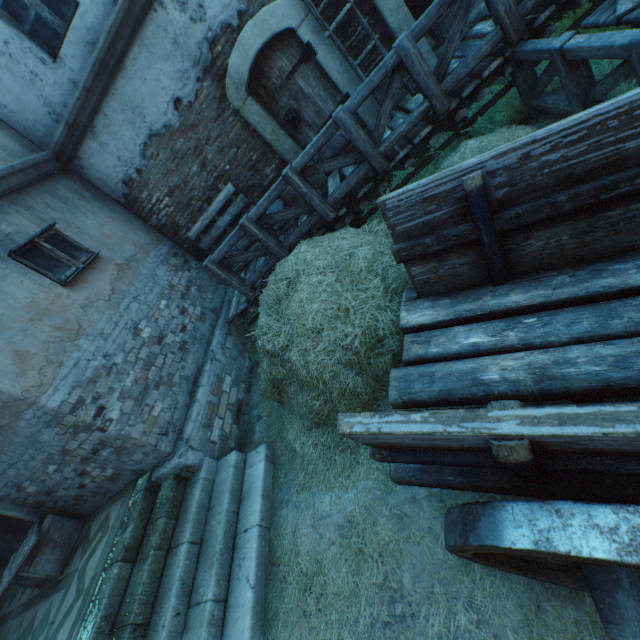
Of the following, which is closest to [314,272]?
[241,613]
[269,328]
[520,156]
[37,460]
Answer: [269,328]

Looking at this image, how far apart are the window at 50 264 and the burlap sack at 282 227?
3.0m

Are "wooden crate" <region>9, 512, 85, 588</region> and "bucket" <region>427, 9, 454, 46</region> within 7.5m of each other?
no

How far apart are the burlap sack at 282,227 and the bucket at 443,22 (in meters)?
3.29

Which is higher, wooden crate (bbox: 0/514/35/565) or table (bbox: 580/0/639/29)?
wooden crate (bbox: 0/514/35/565)

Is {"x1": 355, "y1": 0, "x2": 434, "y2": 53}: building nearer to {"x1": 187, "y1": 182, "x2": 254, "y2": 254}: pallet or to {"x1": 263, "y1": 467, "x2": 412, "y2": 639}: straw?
{"x1": 187, "y1": 182, "x2": 254, "y2": 254}: pallet

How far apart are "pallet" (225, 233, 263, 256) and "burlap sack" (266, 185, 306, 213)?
0.02m
